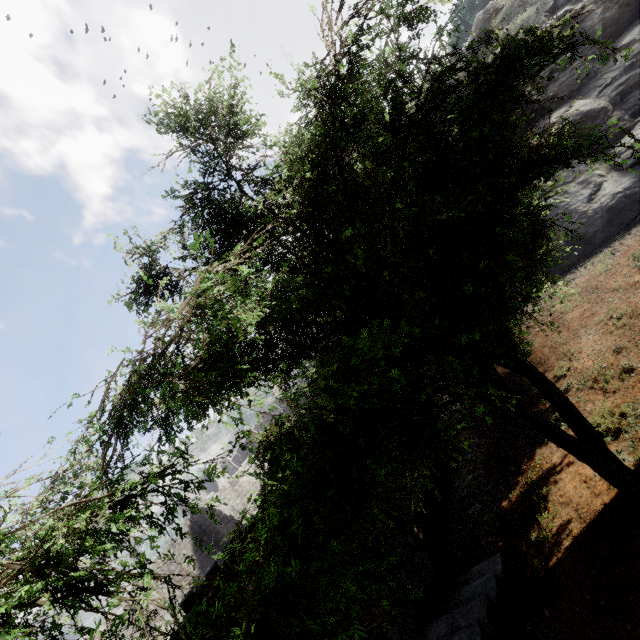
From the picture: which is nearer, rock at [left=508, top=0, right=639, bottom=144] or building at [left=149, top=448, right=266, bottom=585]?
rock at [left=508, top=0, right=639, bottom=144]

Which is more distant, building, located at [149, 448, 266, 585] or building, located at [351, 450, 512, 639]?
building, located at [149, 448, 266, 585]

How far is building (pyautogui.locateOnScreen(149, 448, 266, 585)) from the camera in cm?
2197

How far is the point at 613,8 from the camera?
16.92m

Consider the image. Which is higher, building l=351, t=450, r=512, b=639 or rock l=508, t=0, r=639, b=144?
rock l=508, t=0, r=639, b=144

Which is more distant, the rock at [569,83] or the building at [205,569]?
the building at [205,569]

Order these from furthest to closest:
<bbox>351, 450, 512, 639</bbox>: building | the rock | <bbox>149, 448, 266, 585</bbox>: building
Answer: <bbox>149, 448, 266, 585</bbox>: building
the rock
<bbox>351, 450, 512, 639</bbox>: building
